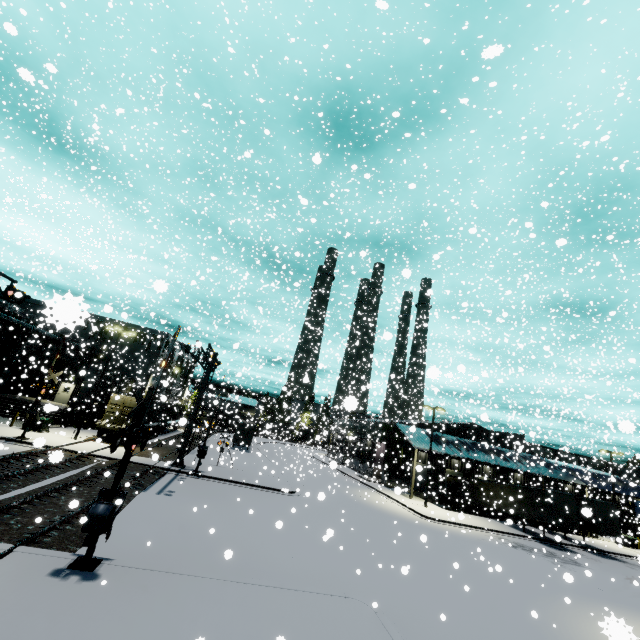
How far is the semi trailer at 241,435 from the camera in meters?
44.4

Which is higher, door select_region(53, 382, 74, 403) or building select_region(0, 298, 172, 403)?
building select_region(0, 298, 172, 403)

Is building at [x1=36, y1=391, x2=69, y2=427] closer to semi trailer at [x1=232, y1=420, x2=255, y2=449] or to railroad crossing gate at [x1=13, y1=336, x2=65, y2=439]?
semi trailer at [x1=232, y1=420, x2=255, y2=449]

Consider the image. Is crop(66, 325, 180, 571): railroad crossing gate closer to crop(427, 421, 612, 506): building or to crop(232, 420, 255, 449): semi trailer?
crop(427, 421, 612, 506): building

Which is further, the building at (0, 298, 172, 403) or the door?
the door

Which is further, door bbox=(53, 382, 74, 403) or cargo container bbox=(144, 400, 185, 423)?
door bbox=(53, 382, 74, 403)

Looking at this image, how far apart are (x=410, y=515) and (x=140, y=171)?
37.9m

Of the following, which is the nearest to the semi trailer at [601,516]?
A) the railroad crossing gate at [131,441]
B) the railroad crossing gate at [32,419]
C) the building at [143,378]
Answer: the building at [143,378]
